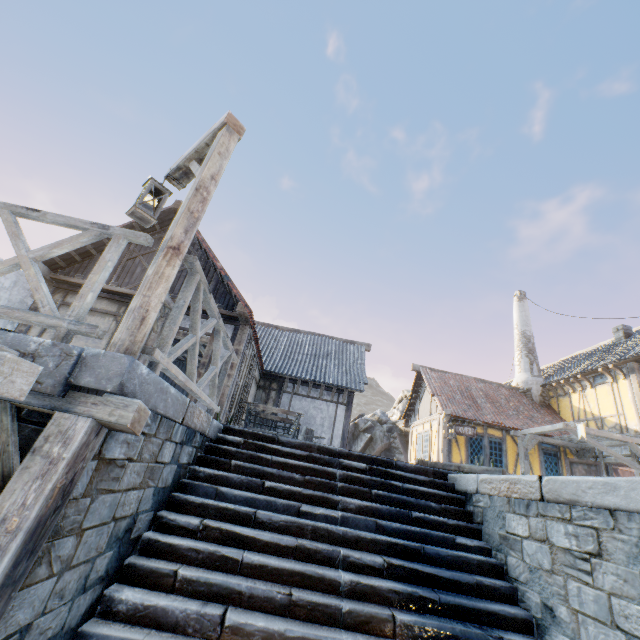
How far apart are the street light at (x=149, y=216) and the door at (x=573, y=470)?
17.42m

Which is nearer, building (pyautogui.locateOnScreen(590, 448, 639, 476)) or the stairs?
the stairs

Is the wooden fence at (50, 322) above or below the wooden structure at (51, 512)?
above

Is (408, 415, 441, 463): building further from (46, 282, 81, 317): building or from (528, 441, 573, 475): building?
(46, 282, 81, 317): building

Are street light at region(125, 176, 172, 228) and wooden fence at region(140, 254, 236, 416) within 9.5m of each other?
yes

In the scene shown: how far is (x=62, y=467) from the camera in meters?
2.0

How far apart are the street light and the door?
17.4m

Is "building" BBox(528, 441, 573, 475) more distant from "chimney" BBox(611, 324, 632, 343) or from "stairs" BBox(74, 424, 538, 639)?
"stairs" BBox(74, 424, 538, 639)
